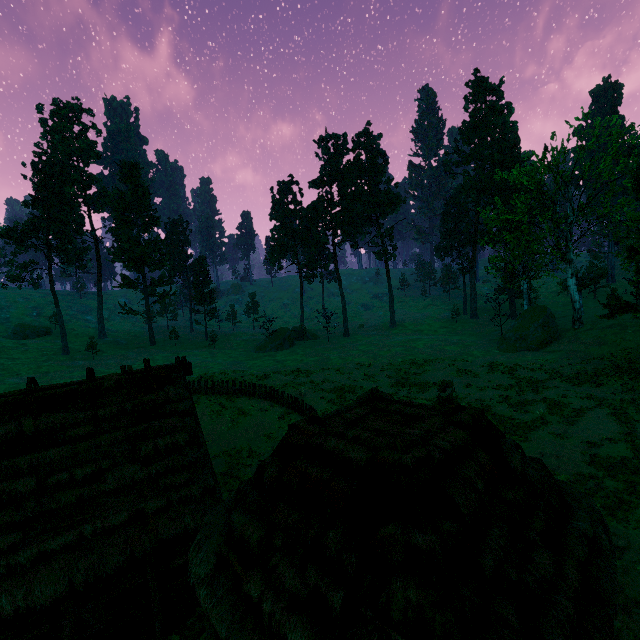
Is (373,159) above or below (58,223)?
above

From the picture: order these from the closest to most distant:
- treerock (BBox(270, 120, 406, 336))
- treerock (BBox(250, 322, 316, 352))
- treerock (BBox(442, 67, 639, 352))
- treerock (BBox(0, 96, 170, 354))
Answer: treerock (BBox(442, 67, 639, 352)), treerock (BBox(0, 96, 170, 354)), treerock (BBox(250, 322, 316, 352)), treerock (BBox(270, 120, 406, 336))

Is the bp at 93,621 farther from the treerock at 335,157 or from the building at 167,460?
the treerock at 335,157

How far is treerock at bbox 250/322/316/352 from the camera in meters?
51.2

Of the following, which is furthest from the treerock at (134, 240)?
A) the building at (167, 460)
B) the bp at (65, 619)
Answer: the bp at (65, 619)

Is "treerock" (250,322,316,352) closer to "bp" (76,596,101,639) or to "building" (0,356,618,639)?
"building" (0,356,618,639)
